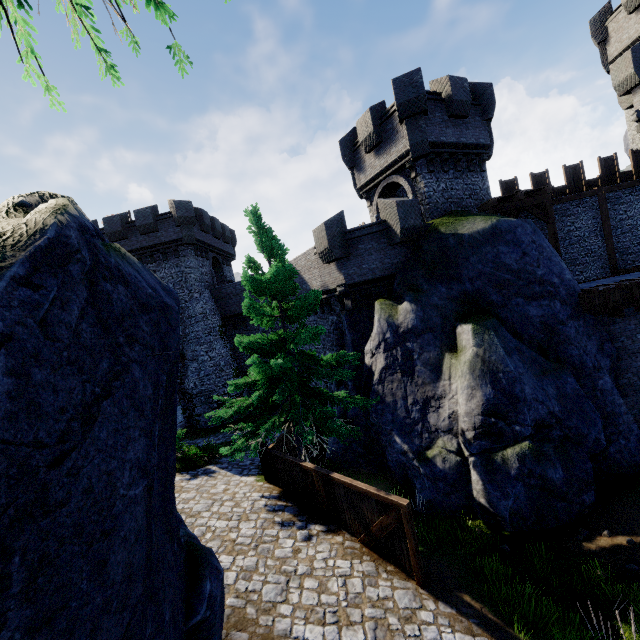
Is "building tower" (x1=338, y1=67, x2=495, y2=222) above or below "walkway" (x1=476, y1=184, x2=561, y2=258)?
above

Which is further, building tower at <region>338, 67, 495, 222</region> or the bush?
building tower at <region>338, 67, 495, 222</region>

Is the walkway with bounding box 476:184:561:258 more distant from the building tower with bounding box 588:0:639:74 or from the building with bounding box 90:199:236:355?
the building with bounding box 90:199:236:355

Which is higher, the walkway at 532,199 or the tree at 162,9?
the tree at 162,9

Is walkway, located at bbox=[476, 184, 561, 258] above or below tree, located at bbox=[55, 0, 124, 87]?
below

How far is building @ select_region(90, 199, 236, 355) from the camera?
24.1 meters

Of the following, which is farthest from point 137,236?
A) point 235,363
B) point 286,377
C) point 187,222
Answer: point 286,377

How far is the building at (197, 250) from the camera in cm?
2408
